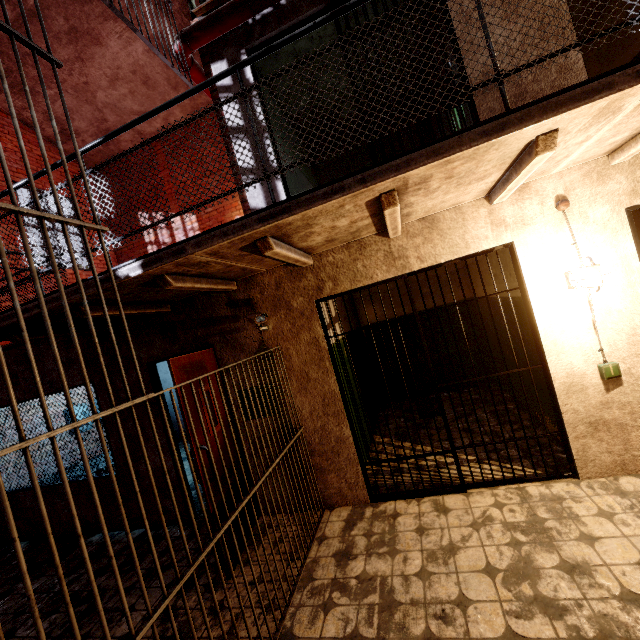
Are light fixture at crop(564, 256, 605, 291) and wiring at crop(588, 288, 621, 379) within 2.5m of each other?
yes

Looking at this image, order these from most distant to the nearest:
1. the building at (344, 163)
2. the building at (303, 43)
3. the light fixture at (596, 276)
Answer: the building at (344, 163)
the building at (303, 43)
the light fixture at (596, 276)

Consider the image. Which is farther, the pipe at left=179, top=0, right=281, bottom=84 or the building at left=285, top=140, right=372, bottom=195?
the building at left=285, top=140, right=372, bottom=195

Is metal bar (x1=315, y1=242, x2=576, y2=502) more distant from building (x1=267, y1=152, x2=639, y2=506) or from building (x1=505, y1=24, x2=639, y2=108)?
building (x1=505, y1=24, x2=639, y2=108)

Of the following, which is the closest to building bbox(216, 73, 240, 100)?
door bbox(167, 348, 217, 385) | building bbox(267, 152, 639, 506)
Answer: building bbox(267, 152, 639, 506)

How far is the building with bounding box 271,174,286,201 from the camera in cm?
366

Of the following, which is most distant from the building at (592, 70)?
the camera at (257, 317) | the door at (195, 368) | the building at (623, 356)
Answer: the door at (195, 368)

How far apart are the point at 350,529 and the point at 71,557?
3.9 meters
